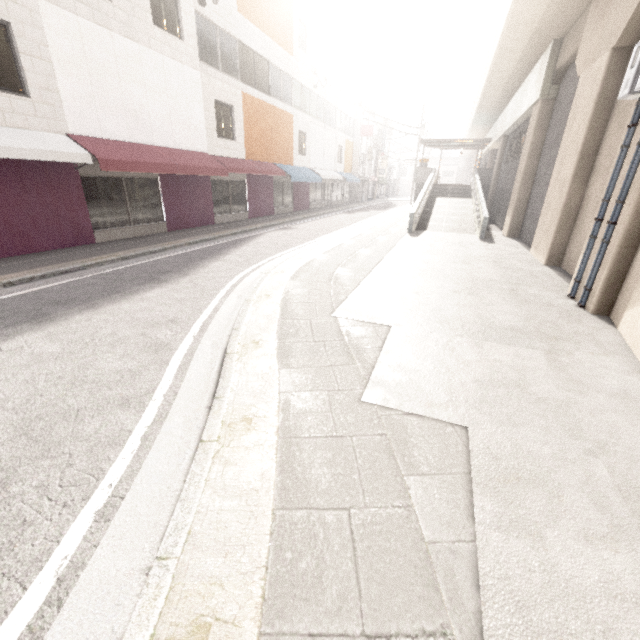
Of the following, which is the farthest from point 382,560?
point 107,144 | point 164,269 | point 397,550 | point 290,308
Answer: point 107,144

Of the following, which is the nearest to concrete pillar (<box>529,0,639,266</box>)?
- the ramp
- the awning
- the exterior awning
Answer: the ramp

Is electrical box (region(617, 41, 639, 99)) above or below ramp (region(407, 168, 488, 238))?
above

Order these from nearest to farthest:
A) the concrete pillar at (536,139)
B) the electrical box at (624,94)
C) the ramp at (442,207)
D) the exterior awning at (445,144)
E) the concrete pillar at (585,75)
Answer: the electrical box at (624,94) → the concrete pillar at (585,75) → the concrete pillar at (536,139) → the ramp at (442,207) → the exterior awning at (445,144)

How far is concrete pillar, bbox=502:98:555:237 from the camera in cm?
1245

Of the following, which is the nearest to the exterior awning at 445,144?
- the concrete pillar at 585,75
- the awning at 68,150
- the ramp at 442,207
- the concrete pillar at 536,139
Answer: the ramp at 442,207

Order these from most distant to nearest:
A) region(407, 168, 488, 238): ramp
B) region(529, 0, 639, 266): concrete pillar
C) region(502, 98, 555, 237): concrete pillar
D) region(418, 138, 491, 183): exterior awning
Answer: region(418, 138, 491, 183): exterior awning
region(407, 168, 488, 238): ramp
region(502, 98, 555, 237): concrete pillar
region(529, 0, 639, 266): concrete pillar

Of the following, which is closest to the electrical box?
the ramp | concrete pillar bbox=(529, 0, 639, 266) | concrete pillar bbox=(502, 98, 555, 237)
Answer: concrete pillar bbox=(529, 0, 639, 266)
